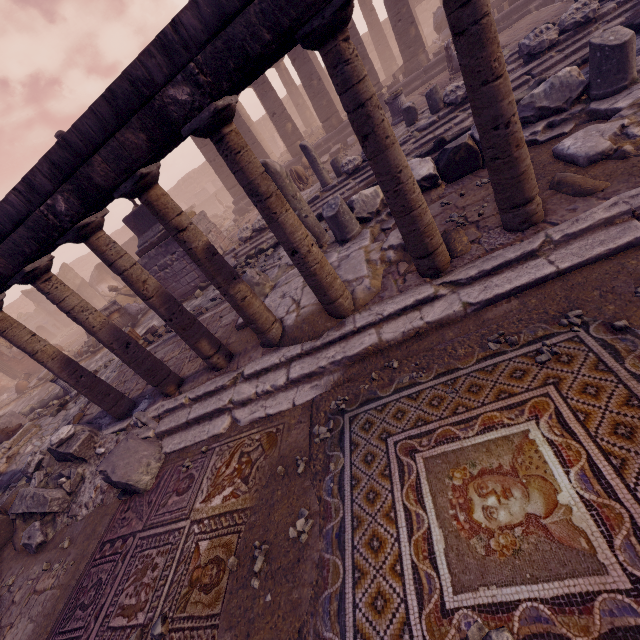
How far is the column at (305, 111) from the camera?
23.6 meters

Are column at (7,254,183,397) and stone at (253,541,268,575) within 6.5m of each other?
yes

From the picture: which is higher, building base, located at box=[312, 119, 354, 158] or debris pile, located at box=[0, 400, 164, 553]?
building base, located at box=[312, 119, 354, 158]

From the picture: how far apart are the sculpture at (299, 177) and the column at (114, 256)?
9.6 meters

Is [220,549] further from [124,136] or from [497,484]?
[124,136]

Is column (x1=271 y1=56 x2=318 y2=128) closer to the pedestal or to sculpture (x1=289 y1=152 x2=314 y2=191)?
sculpture (x1=289 y1=152 x2=314 y2=191)

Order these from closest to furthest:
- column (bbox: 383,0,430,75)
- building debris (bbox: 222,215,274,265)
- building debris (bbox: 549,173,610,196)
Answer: building debris (bbox: 549,173,610,196) → building debris (bbox: 222,215,274,265) → column (bbox: 383,0,430,75)

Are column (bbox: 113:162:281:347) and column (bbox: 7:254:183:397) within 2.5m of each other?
yes
